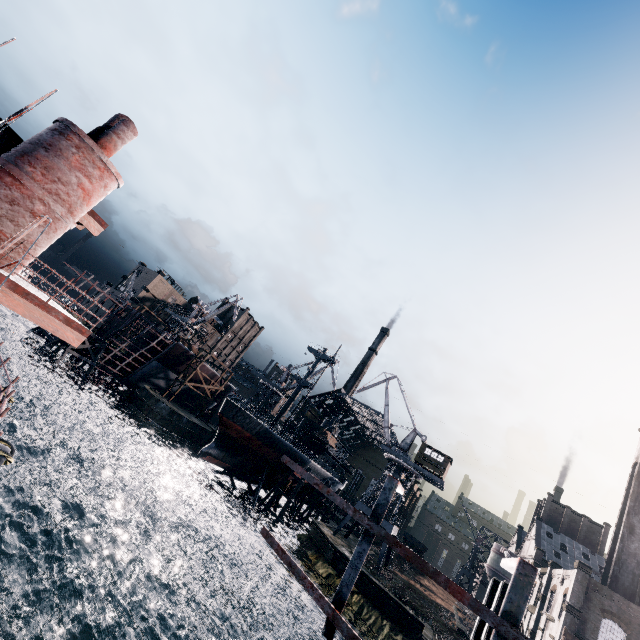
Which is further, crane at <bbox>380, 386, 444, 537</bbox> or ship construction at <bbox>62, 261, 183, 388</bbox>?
ship construction at <bbox>62, 261, 183, 388</bbox>

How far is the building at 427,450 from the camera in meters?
48.5 m

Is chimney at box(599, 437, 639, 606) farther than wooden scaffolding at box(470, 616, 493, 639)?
Yes

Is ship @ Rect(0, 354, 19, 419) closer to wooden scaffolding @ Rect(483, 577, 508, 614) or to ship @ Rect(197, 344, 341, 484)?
wooden scaffolding @ Rect(483, 577, 508, 614)

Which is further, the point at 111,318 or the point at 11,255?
the point at 111,318

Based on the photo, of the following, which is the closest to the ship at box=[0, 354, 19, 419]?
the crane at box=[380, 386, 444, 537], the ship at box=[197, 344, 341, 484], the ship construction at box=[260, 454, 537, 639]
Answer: the ship construction at box=[260, 454, 537, 639]

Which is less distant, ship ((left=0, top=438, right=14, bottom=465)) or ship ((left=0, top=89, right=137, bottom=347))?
ship ((left=0, top=438, right=14, bottom=465))

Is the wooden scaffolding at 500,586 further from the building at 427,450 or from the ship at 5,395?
the building at 427,450
